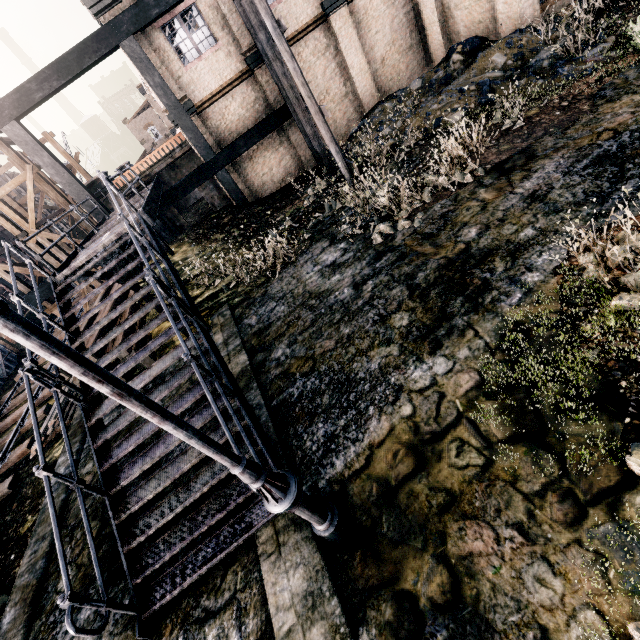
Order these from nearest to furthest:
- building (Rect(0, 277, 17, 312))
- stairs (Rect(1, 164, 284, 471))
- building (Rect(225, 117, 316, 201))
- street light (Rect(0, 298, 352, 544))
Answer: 1. street light (Rect(0, 298, 352, 544))
2. stairs (Rect(1, 164, 284, 471))
3. building (Rect(225, 117, 316, 201))
4. building (Rect(0, 277, 17, 312))

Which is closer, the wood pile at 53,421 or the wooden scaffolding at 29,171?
the wood pile at 53,421

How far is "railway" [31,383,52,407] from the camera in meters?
15.8 m

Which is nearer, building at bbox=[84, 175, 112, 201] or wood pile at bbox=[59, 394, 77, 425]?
wood pile at bbox=[59, 394, 77, 425]

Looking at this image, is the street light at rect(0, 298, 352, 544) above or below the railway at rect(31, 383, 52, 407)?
above

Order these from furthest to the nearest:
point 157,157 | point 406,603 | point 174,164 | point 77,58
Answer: point 174,164 < point 157,157 < point 77,58 < point 406,603

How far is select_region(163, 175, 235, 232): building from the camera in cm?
2067

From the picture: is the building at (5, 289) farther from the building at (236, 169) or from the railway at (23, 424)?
the building at (236, 169)
